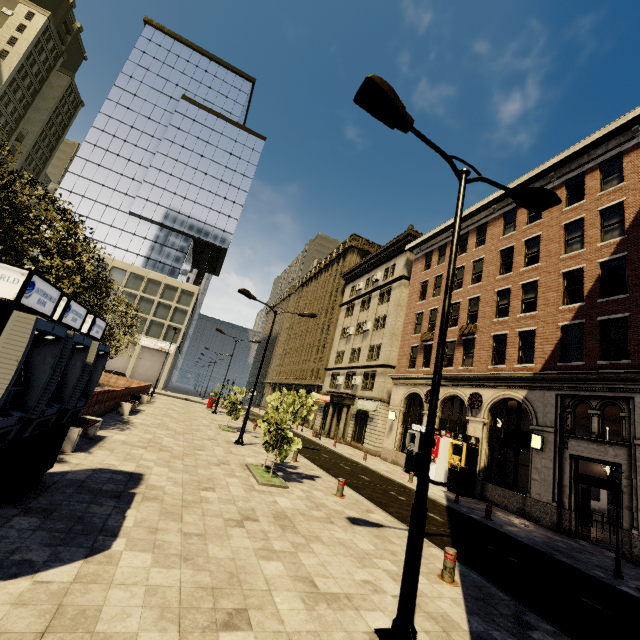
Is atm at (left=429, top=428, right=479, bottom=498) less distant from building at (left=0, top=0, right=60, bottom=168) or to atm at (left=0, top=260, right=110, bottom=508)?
atm at (left=0, top=260, right=110, bottom=508)

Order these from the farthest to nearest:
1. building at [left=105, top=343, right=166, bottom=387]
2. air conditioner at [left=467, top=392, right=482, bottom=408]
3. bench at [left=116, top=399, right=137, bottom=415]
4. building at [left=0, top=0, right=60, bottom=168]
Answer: building at [left=0, top=0, right=60, bottom=168], building at [left=105, top=343, right=166, bottom=387], air conditioner at [left=467, top=392, right=482, bottom=408], bench at [left=116, top=399, right=137, bottom=415]

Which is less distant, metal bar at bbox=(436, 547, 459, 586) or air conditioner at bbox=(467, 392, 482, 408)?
metal bar at bbox=(436, 547, 459, 586)

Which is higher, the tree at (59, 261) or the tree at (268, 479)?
the tree at (59, 261)

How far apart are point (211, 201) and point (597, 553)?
61.1 meters

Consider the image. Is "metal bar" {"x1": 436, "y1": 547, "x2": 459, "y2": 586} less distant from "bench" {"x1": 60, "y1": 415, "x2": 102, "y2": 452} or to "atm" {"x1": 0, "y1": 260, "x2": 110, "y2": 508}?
"atm" {"x1": 0, "y1": 260, "x2": 110, "y2": 508}

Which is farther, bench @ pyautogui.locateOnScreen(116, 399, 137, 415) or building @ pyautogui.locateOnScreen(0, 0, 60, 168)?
building @ pyautogui.locateOnScreen(0, 0, 60, 168)

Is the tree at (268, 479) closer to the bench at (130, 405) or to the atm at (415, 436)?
the bench at (130, 405)
